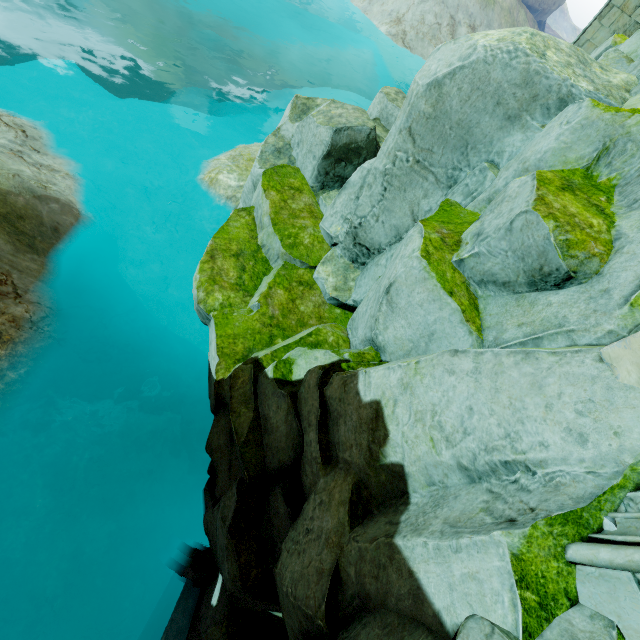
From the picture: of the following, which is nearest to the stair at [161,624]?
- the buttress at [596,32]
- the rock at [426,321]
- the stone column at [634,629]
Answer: the rock at [426,321]

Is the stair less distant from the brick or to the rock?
the rock

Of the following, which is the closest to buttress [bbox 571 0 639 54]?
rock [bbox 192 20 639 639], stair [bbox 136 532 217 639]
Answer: rock [bbox 192 20 639 639]

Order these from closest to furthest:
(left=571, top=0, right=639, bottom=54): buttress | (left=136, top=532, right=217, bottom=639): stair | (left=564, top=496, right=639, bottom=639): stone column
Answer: (left=564, top=496, right=639, bottom=639): stone column, (left=136, top=532, right=217, bottom=639): stair, (left=571, top=0, right=639, bottom=54): buttress

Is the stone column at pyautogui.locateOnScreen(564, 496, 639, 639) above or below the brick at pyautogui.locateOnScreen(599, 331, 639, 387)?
below

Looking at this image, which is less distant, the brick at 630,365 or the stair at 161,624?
the brick at 630,365

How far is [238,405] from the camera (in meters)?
5.67

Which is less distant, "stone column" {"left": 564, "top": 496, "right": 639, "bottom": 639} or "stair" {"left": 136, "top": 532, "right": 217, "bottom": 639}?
"stone column" {"left": 564, "top": 496, "right": 639, "bottom": 639}
